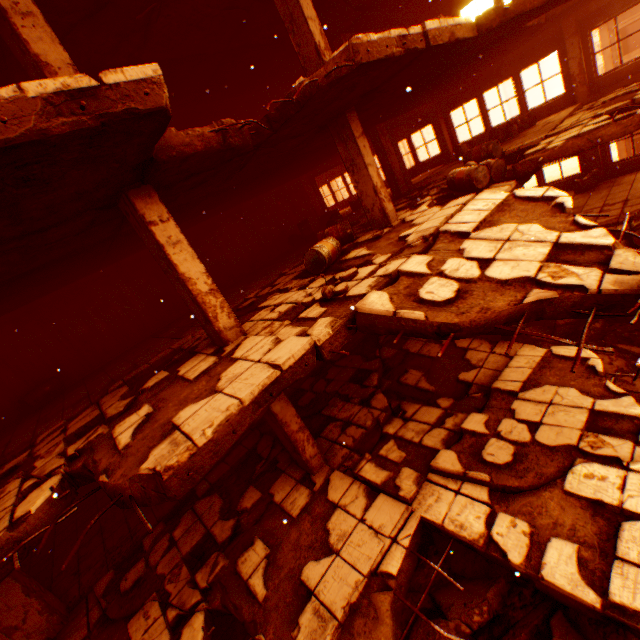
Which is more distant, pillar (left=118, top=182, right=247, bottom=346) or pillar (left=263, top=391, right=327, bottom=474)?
pillar (left=263, top=391, right=327, bottom=474)

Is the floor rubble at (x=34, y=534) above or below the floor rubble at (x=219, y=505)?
above

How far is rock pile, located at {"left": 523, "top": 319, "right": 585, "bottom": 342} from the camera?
9.5 meters

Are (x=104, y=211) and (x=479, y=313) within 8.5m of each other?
yes

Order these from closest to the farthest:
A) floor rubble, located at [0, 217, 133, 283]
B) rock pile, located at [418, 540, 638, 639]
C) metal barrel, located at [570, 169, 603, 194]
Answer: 1. rock pile, located at [418, 540, 638, 639]
2. floor rubble, located at [0, 217, 133, 283]
3. metal barrel, located at [570, 169, 603, 194]

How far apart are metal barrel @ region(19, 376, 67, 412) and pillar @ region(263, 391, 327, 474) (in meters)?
6.79

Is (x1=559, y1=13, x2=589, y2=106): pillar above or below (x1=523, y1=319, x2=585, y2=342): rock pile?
above

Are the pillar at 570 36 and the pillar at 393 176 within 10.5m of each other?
yes
